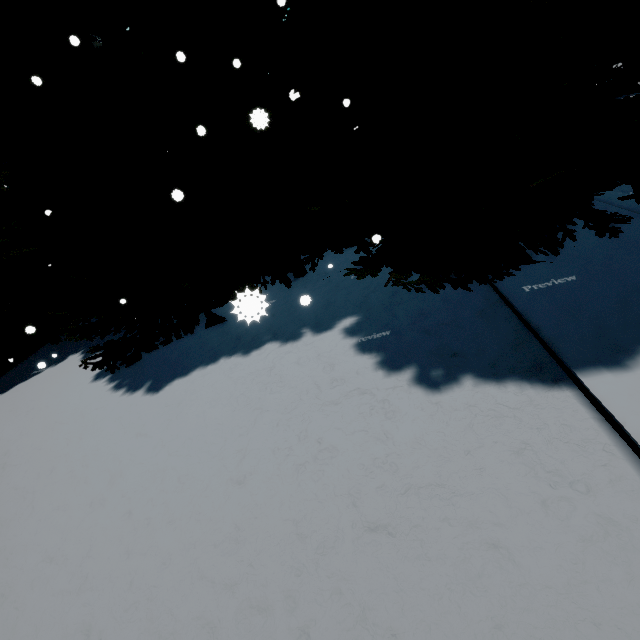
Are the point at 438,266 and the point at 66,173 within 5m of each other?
no
